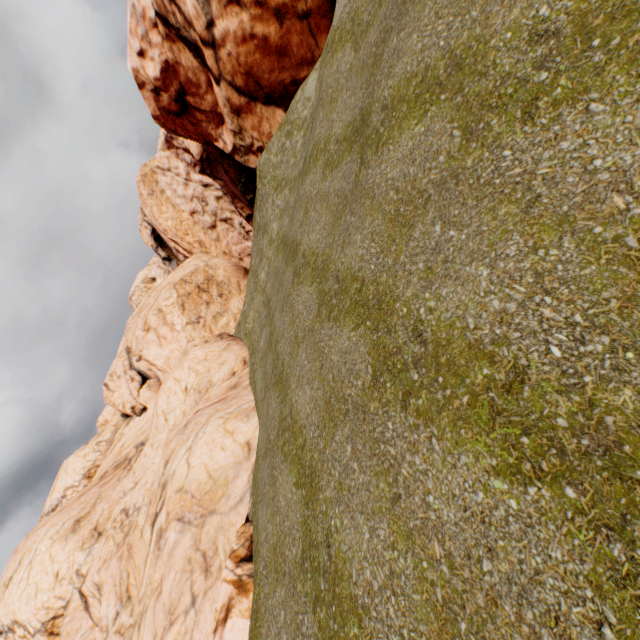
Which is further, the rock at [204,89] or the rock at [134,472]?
the rock at [204,89]

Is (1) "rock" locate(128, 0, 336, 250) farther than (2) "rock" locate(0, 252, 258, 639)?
Yes

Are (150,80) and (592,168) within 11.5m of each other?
no
